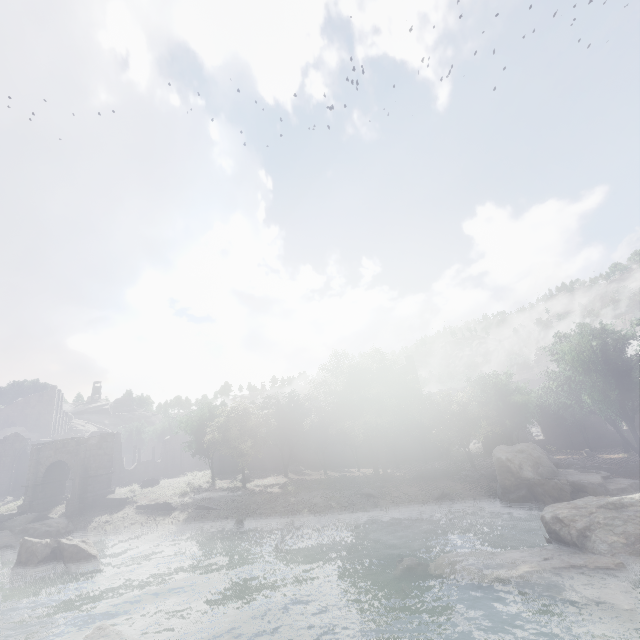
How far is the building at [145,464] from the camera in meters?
42.6

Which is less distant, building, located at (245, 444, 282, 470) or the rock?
the rock

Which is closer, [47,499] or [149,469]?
[47,499]

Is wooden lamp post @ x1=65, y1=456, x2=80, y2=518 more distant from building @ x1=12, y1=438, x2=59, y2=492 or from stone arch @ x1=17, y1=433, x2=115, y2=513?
building @ x1=12, y1=438, x2=59, y2=492

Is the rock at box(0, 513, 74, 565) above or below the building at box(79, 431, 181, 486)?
below

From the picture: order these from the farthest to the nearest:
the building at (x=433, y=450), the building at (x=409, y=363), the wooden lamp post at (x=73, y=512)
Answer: the building at (x=409, y=363), the building at (x=433, y=450), the wooden lamp post at (x=73, y=512)

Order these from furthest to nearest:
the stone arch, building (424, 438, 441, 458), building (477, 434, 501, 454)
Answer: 1. building (424, 438, 441, 458)
2. building (477, 434, 501, 454)
3. the stone arch

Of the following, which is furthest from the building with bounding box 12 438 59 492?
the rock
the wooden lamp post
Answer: the rock
